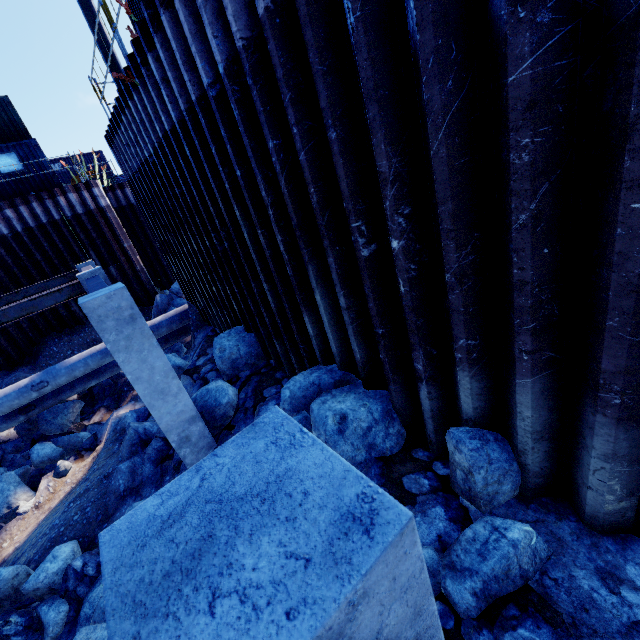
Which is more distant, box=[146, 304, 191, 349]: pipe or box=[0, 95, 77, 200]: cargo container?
box=[0, 95, 77, 200]: cargo container

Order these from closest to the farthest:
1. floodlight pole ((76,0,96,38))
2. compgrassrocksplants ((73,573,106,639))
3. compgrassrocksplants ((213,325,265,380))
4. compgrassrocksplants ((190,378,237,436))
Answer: compgrassrocksplants ((73,573,106,639))
compgrassrocksplants ((190,378,237,436))
compgrassrocksplants ((213,325,265,380))
floodlight pole ((76,0,96,38))

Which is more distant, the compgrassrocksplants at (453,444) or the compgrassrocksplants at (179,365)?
the compgrassrocksplants at (179,365)

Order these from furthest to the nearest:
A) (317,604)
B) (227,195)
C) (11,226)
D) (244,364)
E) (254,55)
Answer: (11,226) < (244,364) < (227,195) < (254,55) < (317,604)

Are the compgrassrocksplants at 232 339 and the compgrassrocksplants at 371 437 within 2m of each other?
yes

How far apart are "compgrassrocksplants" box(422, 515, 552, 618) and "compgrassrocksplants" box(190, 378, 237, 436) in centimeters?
401cm

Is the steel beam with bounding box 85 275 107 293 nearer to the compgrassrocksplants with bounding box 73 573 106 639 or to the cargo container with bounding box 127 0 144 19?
the compgrassrocksplants with bounding box 73 573 106 639

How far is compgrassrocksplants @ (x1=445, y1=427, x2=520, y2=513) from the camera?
2.9m
